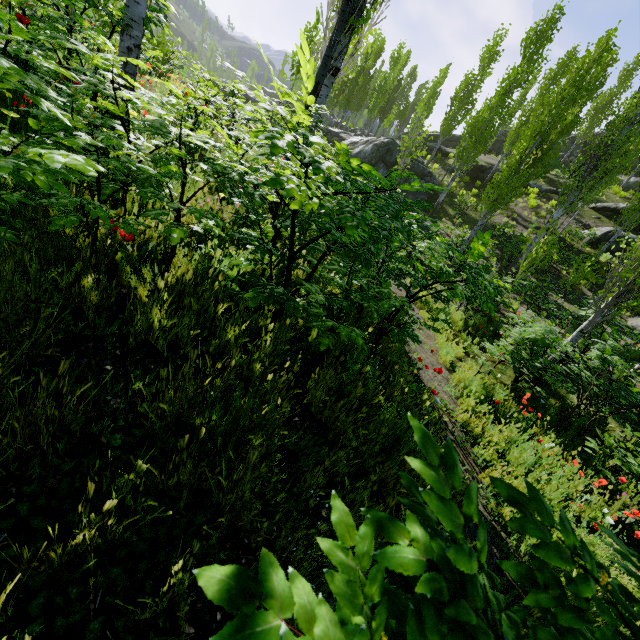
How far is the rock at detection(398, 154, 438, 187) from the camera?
23.1 meters

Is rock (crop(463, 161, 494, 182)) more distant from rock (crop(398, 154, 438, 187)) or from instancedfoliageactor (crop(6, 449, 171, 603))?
rock (crop(398, 154, 438, 187))

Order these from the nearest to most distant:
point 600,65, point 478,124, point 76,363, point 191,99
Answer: point 76,363, point 191,99, point 600,65, point 478,124

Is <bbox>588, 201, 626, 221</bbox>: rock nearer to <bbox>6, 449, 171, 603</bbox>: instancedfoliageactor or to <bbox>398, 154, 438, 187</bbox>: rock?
<bbox>6, 449, 171, 603</bbox>: instancedfoliageactor

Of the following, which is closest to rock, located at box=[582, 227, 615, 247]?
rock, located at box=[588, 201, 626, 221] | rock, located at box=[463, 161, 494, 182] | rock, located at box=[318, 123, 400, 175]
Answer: rock, located at box=[588, 201, 626, 221]

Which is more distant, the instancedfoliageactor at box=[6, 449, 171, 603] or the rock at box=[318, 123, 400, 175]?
the rock at box=[318, 123, 400, 175]

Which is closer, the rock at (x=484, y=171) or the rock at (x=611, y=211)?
the rock at (x=611, y=211)

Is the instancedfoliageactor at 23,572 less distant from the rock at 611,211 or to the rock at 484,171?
the rock at 484,171
